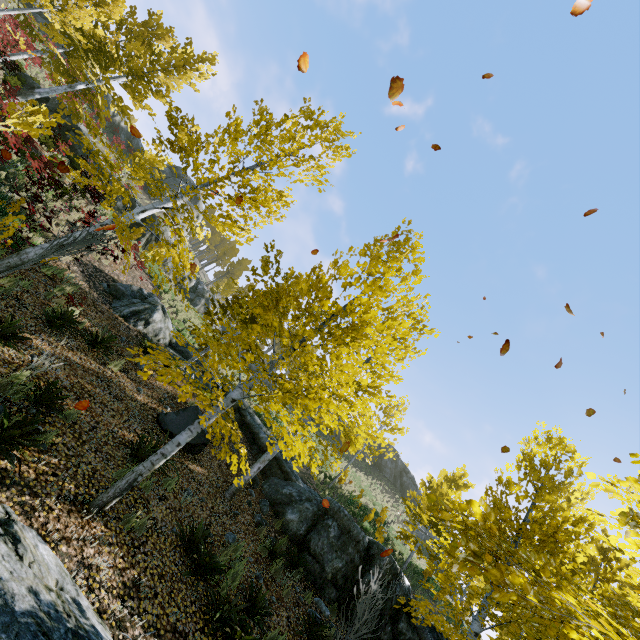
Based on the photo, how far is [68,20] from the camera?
17.73m

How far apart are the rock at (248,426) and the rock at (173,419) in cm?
366

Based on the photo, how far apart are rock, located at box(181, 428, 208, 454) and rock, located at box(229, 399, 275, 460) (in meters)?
3.66

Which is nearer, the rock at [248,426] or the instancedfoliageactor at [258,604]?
the instancedfoliageactor at [258,604]

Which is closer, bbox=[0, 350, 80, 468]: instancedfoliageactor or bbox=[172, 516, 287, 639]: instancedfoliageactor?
bbox=[0, 350, 80, 468]: instancedfoliageactor

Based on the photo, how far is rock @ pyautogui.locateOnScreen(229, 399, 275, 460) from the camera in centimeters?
1284cm

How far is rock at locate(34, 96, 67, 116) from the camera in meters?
19.3 m
